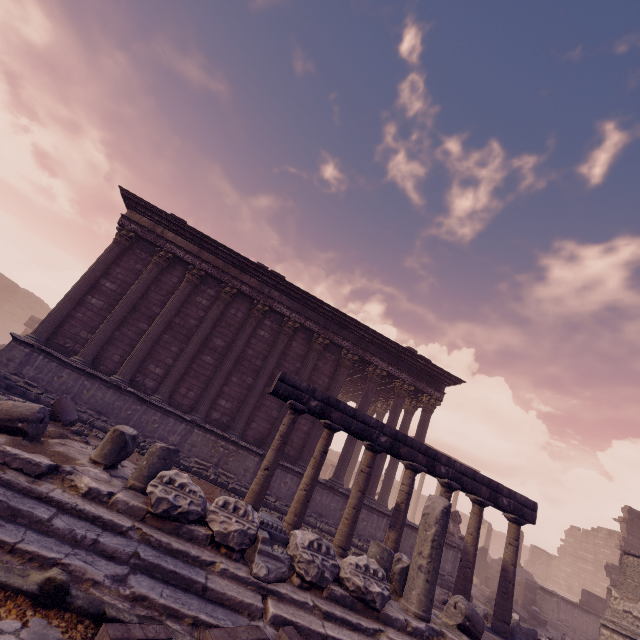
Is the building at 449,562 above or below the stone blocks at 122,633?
above

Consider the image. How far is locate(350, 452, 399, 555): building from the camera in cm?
1129

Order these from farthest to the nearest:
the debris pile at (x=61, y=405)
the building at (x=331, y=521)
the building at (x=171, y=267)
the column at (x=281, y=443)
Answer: the building at (x=331, y=521), the building at (x=171, y=267), the column at (x=281, y=443), the debris pile at (x=61, y=405)

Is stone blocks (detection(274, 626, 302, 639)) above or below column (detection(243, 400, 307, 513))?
below

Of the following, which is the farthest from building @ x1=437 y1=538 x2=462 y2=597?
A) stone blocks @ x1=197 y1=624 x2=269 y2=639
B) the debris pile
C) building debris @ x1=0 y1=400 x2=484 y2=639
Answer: stone blocks @ x1=197 y1=624 x2=269 y2=639

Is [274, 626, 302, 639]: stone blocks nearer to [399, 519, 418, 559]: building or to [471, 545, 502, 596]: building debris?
[399, 519, 418, 559]: building

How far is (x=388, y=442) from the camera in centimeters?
777cm

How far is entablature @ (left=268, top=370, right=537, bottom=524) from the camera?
7.5m
